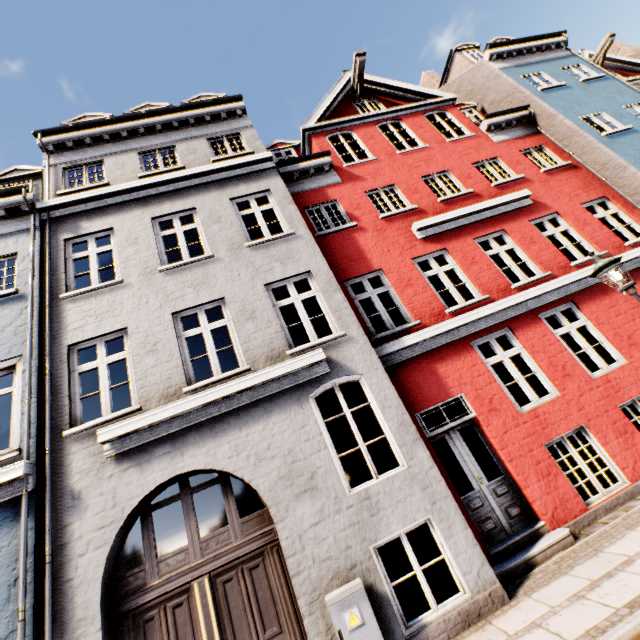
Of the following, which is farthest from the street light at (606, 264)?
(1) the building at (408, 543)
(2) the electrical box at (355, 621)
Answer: (2) the electrical box at (355, 621)

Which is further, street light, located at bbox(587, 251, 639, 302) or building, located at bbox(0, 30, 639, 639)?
street light, located at bbox(587, 251, 639, 302)

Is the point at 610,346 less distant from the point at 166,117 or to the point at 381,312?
the point at 381,312

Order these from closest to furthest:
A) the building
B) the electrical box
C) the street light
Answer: the electrical box → the building → the street light

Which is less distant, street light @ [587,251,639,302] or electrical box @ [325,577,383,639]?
electrical box @ [325,577,383,639]

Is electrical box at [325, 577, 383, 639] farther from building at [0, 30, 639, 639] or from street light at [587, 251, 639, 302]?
street light at [587, 251, 639, 302]

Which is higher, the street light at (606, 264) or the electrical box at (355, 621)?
the street light at (606, 264)

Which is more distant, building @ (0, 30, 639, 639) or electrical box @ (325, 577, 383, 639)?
building @ (0, 30, 639, 639)
